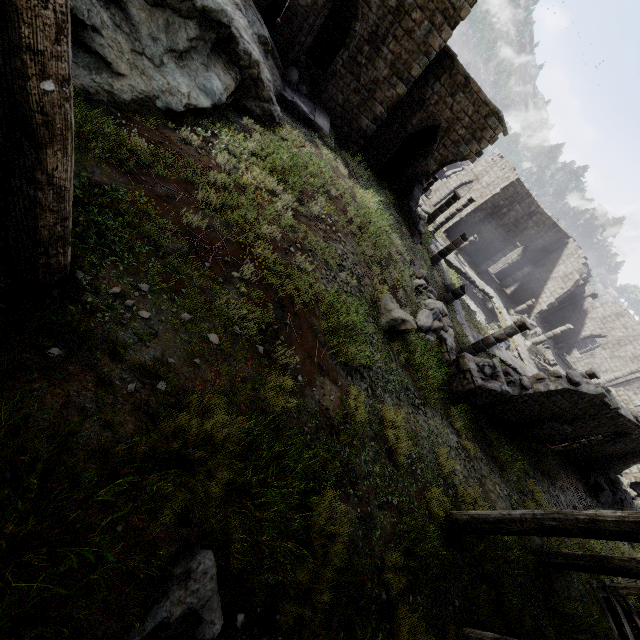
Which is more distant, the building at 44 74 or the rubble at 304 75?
the rubble at 304 75

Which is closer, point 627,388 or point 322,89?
point 322,89

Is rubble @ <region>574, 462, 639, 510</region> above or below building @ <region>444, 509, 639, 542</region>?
below

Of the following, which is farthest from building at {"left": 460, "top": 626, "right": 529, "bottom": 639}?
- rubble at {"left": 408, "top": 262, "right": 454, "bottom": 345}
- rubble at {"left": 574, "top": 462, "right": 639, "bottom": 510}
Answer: rubble at {"left": 408, "top": 262, "right": 454, "bottom": 345}

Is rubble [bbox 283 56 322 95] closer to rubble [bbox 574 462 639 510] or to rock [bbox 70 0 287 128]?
rock [bbox 70 0 287 128]

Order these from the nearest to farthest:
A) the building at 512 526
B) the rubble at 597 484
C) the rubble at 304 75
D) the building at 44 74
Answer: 1. the building at 44 74
2. the building at 512 526
3. the rubble at 304 75
4. the rubble at 597 484

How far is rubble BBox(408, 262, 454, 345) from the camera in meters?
12.3 m

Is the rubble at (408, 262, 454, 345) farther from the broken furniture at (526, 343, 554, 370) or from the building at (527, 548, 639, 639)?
the broken furniture at (526, 343, 554, 370)
